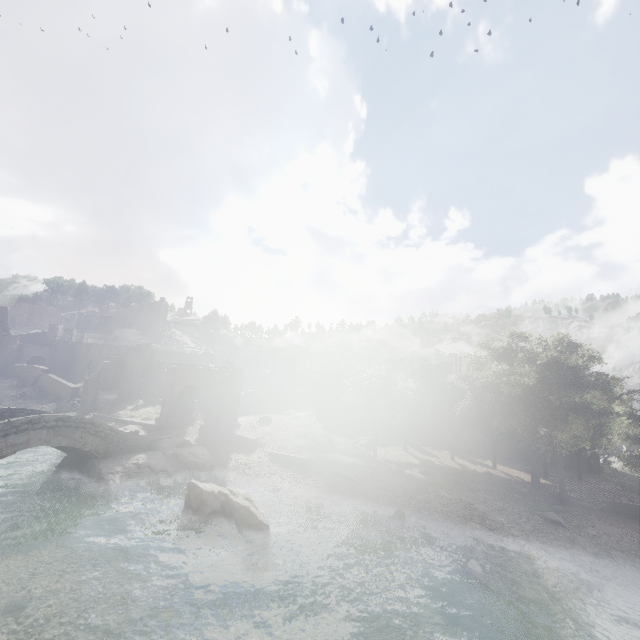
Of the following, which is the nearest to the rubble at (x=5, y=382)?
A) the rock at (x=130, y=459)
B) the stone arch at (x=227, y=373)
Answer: the stone arch at (x=227, y=373)

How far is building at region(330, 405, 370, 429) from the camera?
41.50m

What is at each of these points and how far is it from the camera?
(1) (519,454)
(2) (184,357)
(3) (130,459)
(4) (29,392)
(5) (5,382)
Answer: (1) building, 36.7 meters
(2) building, 57.0 meters
(3) rock, 21.4 meters
(4) rubble, 38.5 meters
(5) rubble, 40.4 meters

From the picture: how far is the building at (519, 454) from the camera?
36.5m

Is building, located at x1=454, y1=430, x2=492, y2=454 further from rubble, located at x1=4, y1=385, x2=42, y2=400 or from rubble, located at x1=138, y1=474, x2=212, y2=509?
rubble, located at x1=138, y1=474, x2=212, y2=509

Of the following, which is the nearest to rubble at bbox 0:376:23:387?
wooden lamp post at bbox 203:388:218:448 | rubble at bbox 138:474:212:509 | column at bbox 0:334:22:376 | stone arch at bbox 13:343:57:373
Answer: column at bbox 0:334:22:376

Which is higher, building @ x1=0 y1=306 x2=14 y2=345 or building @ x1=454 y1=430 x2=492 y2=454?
building @ x1=0 y1=306 x2=14 y2=345

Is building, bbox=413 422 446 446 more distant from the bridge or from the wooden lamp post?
the wooden lamp post
